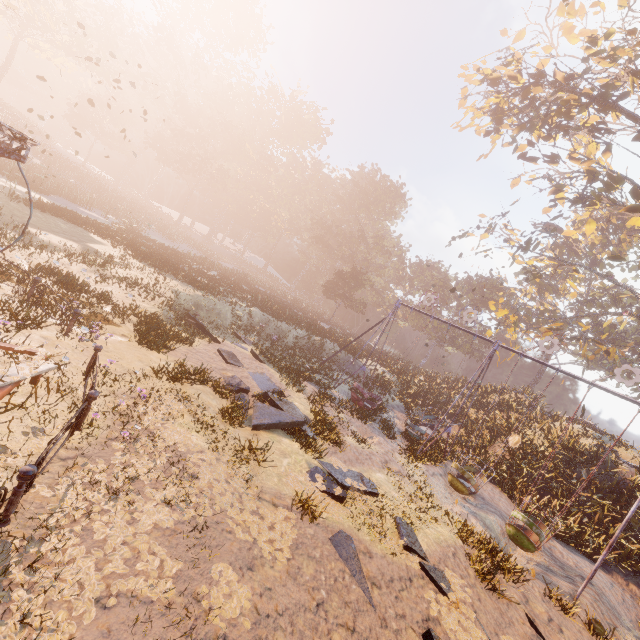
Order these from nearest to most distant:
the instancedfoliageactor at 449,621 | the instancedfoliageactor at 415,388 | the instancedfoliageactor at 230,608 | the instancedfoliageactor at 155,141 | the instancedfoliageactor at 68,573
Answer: the instancedfoliageactor at 68,573 < the instancedfoliageactor at 230,608 < the instancedfoliageactor at 449,621 < the instancedfoliageactor at 155,141 < the instancedfoliageactor at 415,388

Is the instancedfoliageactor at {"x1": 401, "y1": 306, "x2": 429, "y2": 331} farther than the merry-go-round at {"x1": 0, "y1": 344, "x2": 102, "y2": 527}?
Yes

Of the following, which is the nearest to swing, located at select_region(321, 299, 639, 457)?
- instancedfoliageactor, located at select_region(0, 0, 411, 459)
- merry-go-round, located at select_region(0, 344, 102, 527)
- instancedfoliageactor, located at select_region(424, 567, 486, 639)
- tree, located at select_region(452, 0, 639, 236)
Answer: instancedfoliageactor, located at select_region(424, 567, 486, 639)

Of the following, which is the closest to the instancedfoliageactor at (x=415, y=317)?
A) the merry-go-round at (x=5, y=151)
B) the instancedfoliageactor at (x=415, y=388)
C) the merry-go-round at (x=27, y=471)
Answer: the instancedfoliageactor at (x=415, y=388)

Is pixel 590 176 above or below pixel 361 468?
above

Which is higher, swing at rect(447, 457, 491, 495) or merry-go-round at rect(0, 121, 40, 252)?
merry-go-round at rect(0, 121, 40, 252)

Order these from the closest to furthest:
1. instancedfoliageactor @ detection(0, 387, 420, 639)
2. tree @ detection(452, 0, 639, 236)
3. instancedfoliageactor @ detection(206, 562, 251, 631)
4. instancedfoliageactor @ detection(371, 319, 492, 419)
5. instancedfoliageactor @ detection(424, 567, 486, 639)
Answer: instancedfoliageactor @ detection(0, 387, 420, 639) < instancedfoliageactor @ detection(206, 562, 251, 631) < instancedfoliageactor @ detection(424, 567, 486, 639) < tree @ detection(452, 0, 639, 236) < instancedfoliageactor @ detection(371, 319, 492, 419)

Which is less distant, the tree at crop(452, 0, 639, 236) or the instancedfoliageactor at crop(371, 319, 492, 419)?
the tree at crop(452, 0, 639, 236)
